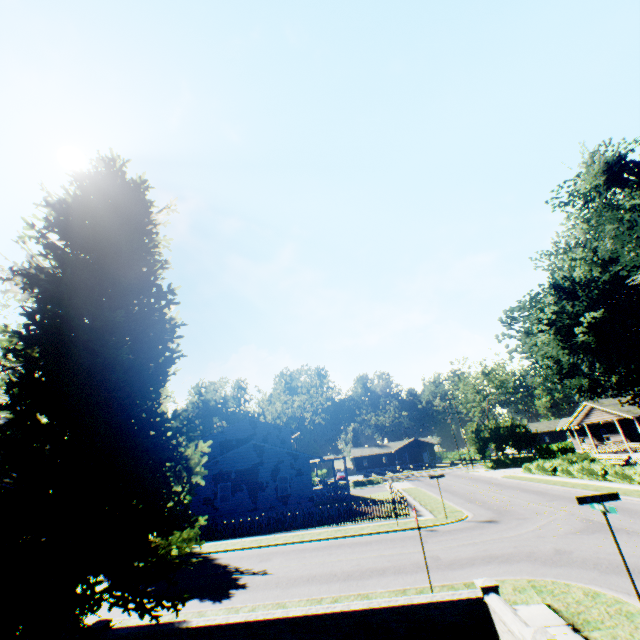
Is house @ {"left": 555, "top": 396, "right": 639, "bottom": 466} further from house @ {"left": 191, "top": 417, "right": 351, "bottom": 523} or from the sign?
the sign

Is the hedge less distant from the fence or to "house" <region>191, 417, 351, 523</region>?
the fence

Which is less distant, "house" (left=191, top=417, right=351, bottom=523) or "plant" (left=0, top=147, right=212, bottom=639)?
"plant" (left=0, top=147, right=212, bottom=639)

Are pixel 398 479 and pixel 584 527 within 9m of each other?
no

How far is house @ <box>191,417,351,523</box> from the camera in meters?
27.0

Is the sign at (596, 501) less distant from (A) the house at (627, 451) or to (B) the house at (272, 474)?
(B) the house at (272, 474)

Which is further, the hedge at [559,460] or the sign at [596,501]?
the hedge at [559,460]

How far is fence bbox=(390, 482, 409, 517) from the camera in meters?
21.7 m
